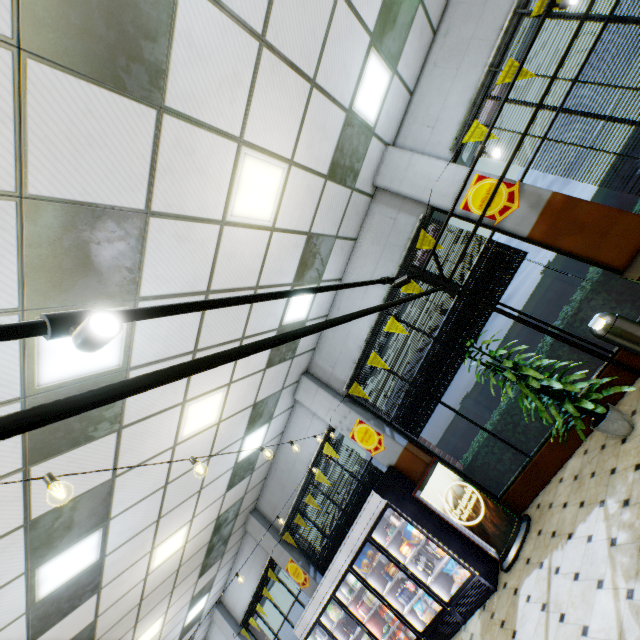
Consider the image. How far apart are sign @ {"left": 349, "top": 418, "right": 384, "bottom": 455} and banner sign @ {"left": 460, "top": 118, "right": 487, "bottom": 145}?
5.5 meters

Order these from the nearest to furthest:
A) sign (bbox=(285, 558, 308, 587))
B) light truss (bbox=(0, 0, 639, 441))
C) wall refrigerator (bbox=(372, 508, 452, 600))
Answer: light truss (bbox=(0, 0, 639, 441))
wall refrigerator (bbox=(372, 508, 452, 600))
sign (bbox=(285, 558, 308, 587))

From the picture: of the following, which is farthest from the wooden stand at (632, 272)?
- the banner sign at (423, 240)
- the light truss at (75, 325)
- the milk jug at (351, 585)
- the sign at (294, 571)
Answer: the sign at (294, 571)

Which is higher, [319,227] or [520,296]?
[319,227]

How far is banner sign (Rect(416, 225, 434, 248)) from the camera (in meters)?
5.62

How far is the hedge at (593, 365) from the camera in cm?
509

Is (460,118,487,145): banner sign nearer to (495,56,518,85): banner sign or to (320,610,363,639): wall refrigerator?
(495,56,518,85): banner sign

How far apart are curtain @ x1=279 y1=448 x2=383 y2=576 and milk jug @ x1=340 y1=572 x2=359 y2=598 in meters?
0.9
